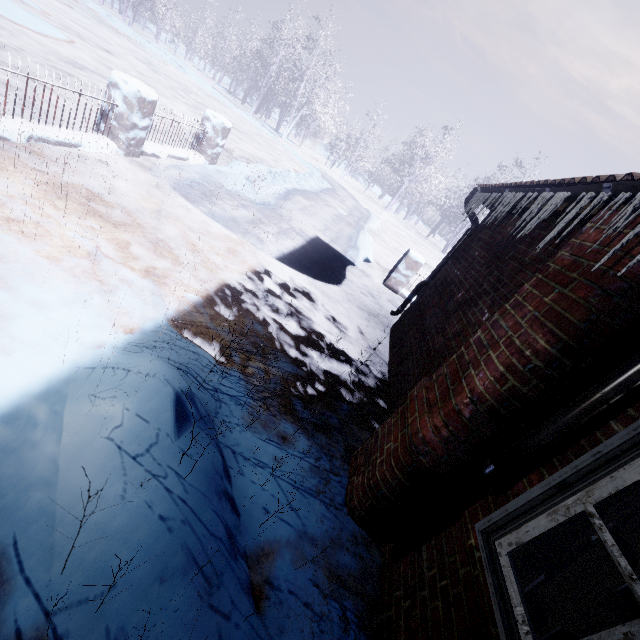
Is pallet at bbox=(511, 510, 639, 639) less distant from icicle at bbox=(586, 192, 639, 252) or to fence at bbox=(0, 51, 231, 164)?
icicle at bbox=(586, 192, 639, 252)

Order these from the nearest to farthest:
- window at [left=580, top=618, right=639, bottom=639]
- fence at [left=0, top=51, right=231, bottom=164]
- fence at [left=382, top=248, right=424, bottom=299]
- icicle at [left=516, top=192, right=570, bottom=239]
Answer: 1. window at [left=580, top=618, right=639, bottom=639]
2. icicle at [left=516, top=192, right=570, bottom=239]
3. fence at [left=0, top=51, right=231, bottom=164]
4. fence at [left=382, top=248, right=424, bottom=299]

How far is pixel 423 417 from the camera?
1.8 meters

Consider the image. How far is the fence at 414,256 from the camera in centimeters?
678cm

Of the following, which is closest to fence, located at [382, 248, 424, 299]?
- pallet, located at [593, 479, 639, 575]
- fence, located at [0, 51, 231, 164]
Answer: fence, located at [0, 51, 231, 164]

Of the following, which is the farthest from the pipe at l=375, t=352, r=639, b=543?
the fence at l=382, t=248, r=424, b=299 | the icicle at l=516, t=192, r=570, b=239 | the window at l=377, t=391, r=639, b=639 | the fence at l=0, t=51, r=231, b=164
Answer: the fence at l=382, t=248, r=424, b=299

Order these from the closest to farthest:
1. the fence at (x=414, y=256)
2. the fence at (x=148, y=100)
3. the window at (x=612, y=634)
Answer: the window at (x=612, y=634) → the fence at (x=148, y=100) → the fence at (x=414, y=256)

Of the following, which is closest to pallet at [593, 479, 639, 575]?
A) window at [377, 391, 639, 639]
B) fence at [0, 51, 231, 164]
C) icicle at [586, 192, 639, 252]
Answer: window at [377, 391, 639, 639]
